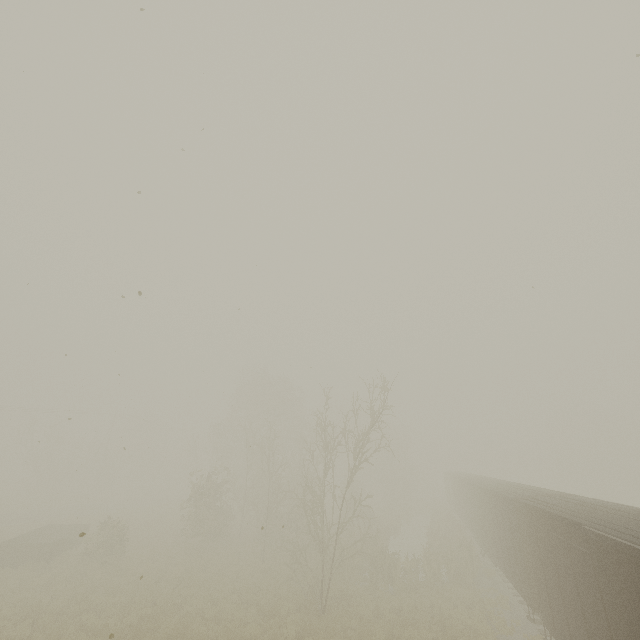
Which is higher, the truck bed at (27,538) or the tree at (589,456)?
the tree at (589,456)

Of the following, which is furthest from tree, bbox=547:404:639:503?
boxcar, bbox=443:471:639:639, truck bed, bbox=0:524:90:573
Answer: truck bed, bbox=0:524:90:573

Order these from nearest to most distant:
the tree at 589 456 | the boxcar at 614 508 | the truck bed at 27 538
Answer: the boxcar at 614 508 < the truck bed at 27 538 < the tree at 589 456

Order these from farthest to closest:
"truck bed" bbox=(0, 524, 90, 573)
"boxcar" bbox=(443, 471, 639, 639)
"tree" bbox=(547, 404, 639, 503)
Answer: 1. "tree" bbox=(547, 404, 639, 503)
2. "truck bed" bbox=(0, 524, 90, 573)
3. "boxcar" bbox=(443, 471, 639, 639)

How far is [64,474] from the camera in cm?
4131

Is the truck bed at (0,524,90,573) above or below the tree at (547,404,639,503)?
below

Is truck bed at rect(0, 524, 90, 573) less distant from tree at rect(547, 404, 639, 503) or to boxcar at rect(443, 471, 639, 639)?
boxcar at rect(443, 471, 639, 639)

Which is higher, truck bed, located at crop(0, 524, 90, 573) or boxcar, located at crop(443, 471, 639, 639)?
boxcar, located at crop(443, 471, 639, 639)
